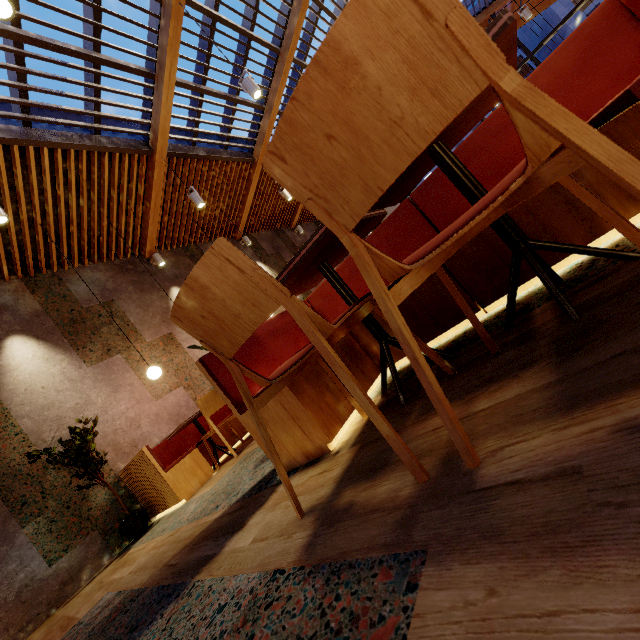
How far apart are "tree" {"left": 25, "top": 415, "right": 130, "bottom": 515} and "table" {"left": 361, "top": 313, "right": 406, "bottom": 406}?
3.9 meters

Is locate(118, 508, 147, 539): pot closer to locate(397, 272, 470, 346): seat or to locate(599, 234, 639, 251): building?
locate(599, 234, 639, 251): building

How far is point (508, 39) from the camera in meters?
0.8 m

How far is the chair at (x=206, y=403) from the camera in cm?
396

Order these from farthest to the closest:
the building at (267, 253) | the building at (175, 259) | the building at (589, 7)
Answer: the building at (589, 7)
the building at (267, 253)
the building at (175, 259)

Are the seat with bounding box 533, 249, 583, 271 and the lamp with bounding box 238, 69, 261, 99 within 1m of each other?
no

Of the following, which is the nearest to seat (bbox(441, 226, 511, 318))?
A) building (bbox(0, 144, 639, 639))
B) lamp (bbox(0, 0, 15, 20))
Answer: building (bbox(0, 144, 639, 639))

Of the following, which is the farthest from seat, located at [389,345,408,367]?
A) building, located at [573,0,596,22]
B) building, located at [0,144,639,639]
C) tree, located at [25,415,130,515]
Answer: building, located at [573,0,596,22]
